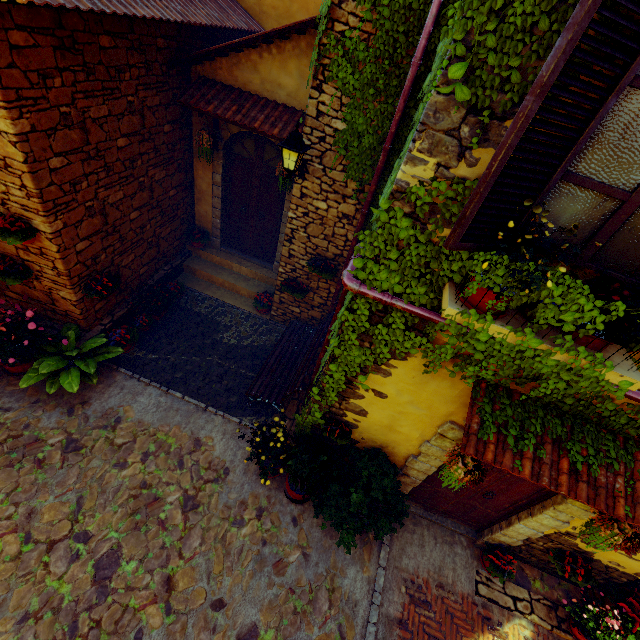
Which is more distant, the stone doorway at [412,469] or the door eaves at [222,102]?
the door eaves at [222,102]

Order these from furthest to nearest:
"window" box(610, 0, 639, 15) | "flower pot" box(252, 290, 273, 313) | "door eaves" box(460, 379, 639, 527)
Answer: "flower pot" box(252, 290, 273, 313) < "door eaves" box(460, 379, 639, 527) < "window" box(610, 0, 639, 15)

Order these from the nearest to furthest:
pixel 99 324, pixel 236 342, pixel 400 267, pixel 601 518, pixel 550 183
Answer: pixel 550 183
pixel 400 267
pixel 601 518
pixel 99 324
pixel 236 342

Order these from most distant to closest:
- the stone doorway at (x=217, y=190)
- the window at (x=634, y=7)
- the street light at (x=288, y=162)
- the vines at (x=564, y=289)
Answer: the stone doorway at (x=217, y=190) → the street light at (x=288, y=162) → the vines at (x=564, y=289) → the window at (x=634, y=7)

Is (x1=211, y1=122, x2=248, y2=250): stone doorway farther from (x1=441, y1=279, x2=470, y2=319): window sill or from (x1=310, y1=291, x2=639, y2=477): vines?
(x1=441, y1=279, x2=470, y2=319): window sill

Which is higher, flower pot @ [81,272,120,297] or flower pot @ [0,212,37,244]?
flower pot @ [0,212,37,244]

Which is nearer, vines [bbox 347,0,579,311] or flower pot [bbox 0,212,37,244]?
vines [bbox 347,0,579,311]

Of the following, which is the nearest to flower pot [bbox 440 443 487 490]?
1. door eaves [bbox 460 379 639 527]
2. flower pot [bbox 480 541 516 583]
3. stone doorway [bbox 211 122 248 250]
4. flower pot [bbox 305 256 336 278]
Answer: door eaves [bbox 460 379 639 527]
